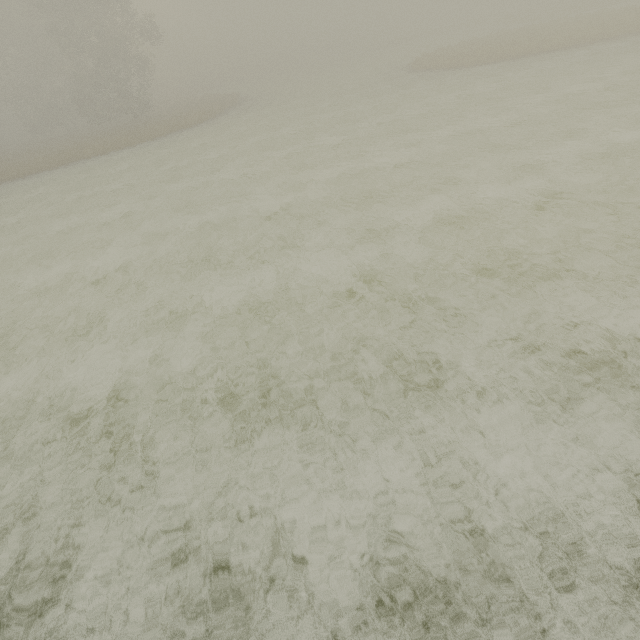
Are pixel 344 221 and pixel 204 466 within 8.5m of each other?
yes
